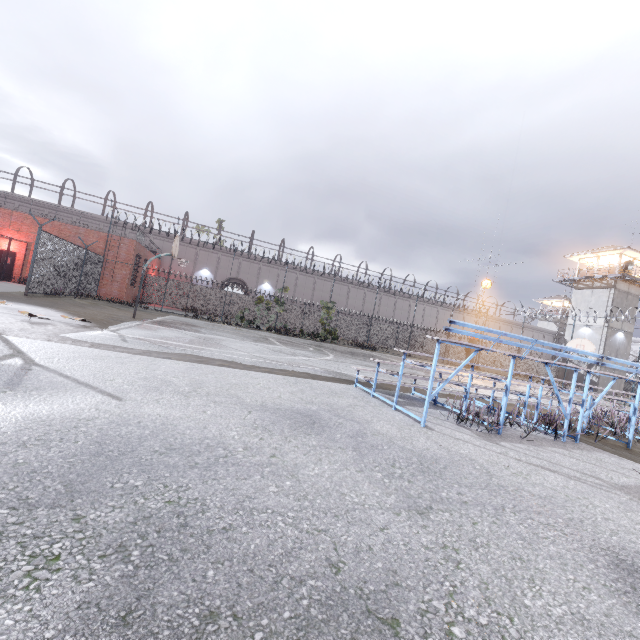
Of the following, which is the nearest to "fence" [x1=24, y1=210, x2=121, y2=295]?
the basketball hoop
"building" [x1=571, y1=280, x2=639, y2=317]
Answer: the basketball hoop

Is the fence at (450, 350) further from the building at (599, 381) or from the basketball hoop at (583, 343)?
the building at (599, 381)

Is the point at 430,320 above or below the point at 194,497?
above

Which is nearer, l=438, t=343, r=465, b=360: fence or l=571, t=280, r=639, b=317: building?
l=571, t=280, r=639, b=317: building

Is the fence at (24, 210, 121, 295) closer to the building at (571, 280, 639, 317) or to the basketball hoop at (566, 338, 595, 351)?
the basketball hoop at (566, 338, 595, 351)

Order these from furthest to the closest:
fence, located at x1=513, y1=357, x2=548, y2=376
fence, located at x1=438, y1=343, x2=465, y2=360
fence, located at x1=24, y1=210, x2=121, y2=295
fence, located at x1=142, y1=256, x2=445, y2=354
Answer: fence, located at x1=513, y1=357, x2=548, y2=376, fence, located at x1=438, y1=343, x2=465, y2=360, fence, located at x1=142, y1=256, x2=445, y2=354, fence, located at x1=24, y1=210, x2=121, y2=295
